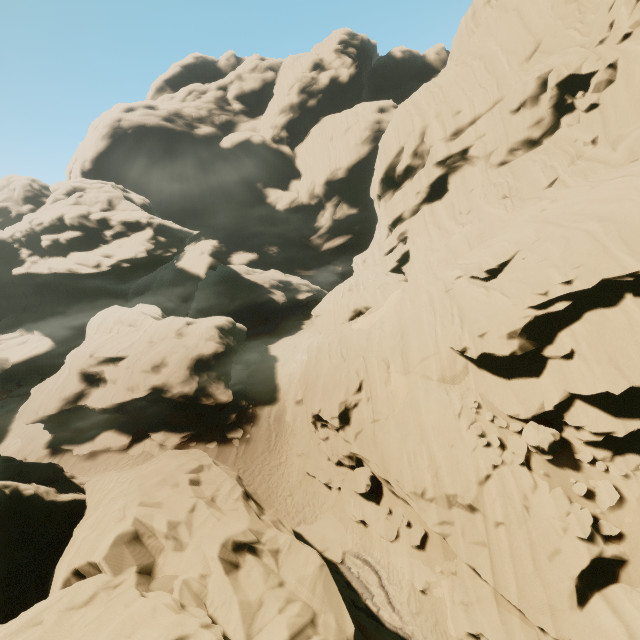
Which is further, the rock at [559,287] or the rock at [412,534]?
the rock at [412,534]

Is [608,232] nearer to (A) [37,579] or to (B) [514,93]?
(B) [514,93]

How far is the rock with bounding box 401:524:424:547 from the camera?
14.6 meters

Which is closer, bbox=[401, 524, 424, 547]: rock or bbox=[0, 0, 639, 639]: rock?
bbox=[0, 0, 639, 639]: rock

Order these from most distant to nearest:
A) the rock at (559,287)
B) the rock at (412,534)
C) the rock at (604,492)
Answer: the rock at (412,534), the rock at (604,492), the rock at (559,287)

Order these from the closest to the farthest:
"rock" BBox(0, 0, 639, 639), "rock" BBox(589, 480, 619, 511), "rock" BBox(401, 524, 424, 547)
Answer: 1. "rock" BBox(0, 0, 639, 639)
2. "rock" BBox(589, 480, 619, 511)
3. "rock" BBox(401, 524, 424, 547)
